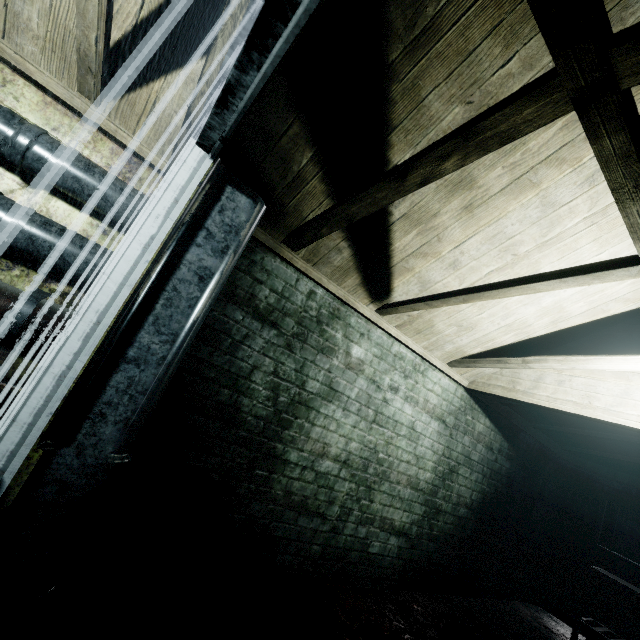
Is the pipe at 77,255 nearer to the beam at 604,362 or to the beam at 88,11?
the beam at 88,11

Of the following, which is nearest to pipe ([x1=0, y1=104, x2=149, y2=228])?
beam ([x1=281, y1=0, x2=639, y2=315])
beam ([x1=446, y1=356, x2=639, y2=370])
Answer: beam ([x1=281, y1=0, x2=639, y2=315])

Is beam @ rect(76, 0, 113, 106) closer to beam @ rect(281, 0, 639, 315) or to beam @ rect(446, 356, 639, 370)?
beam @ rect(281, 0, 639, 315)

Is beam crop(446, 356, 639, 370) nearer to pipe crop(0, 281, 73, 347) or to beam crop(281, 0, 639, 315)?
beam crop(281, 0, 639, 315)

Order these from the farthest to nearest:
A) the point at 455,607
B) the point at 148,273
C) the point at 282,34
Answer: the point at 455,607
the point at 148,273
the point at 282,34

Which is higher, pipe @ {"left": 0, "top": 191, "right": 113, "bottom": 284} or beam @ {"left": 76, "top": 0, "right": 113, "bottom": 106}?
beam @ {"left": 76, "top": 0, "right": 113, "bottom": 106}

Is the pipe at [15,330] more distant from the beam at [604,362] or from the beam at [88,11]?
the beam at [604,362]

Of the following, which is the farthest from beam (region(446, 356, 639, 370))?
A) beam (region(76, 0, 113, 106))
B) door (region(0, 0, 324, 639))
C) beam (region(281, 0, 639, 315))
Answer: beam (region(76, 0, 113, 106))
